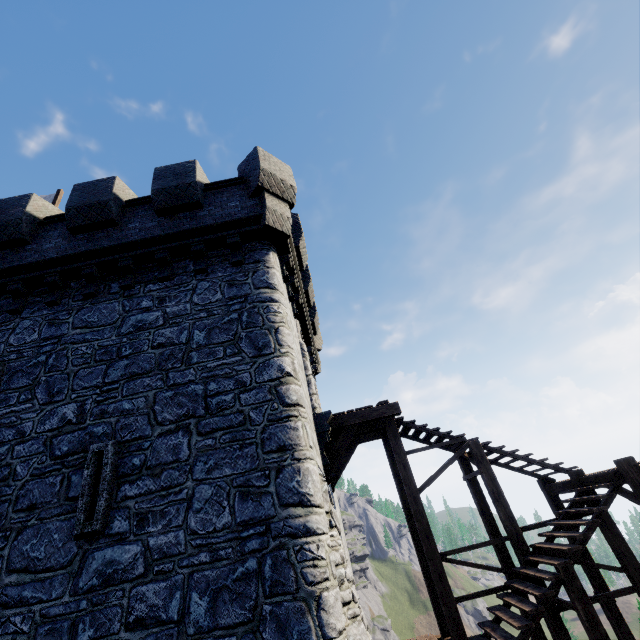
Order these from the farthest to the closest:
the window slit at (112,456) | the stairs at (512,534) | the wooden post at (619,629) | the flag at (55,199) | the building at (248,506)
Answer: the flag at (55,199) < the wooden post at (619,629) < the stairs at (512,534) < the window slit at (112,456) < the building at (248,506)

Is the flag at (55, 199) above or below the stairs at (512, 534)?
above

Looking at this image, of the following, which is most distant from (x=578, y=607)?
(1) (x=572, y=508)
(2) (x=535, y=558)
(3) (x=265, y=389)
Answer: (3) (x=265, y=389)

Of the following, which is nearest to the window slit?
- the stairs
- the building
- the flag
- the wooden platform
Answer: the building

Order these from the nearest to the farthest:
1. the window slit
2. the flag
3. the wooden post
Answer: the window slit < the wooden post < the flag

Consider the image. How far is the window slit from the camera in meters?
5.6

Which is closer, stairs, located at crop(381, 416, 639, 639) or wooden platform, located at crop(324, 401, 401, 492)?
stairs, located at crop(381, 416, 639, 639)

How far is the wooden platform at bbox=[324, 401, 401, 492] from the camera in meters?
8.9
